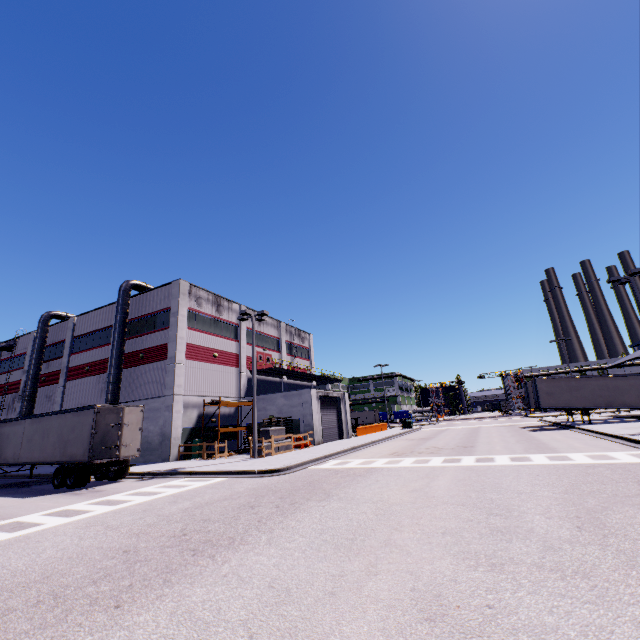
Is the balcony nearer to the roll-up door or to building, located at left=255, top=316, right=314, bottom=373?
building, located at left=255, top=316, right=314, bottom=373

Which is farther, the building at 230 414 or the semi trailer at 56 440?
the building at 230 414

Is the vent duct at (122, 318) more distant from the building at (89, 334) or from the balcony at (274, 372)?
the balcony at (274, 372)

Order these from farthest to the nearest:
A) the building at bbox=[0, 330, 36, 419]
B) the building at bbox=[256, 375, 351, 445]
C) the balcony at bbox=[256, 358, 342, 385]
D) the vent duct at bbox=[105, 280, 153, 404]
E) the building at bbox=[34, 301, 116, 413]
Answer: the building at bbox=[0, 330, 36, 419] < the balcony at bbox=[256, 358, 342, 385] < the building at bbox=[34, 301, 116, 413] < the building at bbox=[256, 375, 351, 445] < the vent duct at bbox=[105, 280, 153, 404]

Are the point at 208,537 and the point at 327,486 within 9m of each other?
yes

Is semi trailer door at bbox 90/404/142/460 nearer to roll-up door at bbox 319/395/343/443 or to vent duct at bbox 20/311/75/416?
roll-up door at bbox 319/395/343/443

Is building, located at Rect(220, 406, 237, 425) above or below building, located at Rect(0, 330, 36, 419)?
below

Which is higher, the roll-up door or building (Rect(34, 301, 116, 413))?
building (Rect(34, 301, 116, 413))
